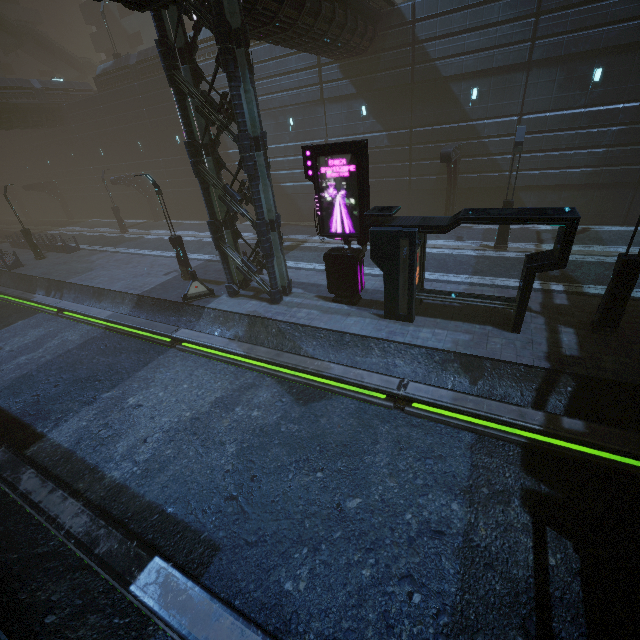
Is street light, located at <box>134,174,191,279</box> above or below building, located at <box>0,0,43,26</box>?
below

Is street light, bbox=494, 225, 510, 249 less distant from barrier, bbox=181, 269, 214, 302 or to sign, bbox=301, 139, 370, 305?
sign, bbox=301, 139, 370, 305

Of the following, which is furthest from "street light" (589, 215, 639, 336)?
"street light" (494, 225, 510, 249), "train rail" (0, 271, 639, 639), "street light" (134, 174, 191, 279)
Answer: "street light" (134, 174, 191, 279)

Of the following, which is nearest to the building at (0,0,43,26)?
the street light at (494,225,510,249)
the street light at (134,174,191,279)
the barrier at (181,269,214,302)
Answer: the barrier at (181,269,214,302)

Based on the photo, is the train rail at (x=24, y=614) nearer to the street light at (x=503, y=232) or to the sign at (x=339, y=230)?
the sign at (x=339, y=230)

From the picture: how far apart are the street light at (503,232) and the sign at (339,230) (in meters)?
8.39

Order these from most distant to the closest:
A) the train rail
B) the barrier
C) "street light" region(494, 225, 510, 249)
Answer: "street light" region(494, 225, 510, 249) → the barrier → the train rail

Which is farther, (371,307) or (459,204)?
(459,204)
